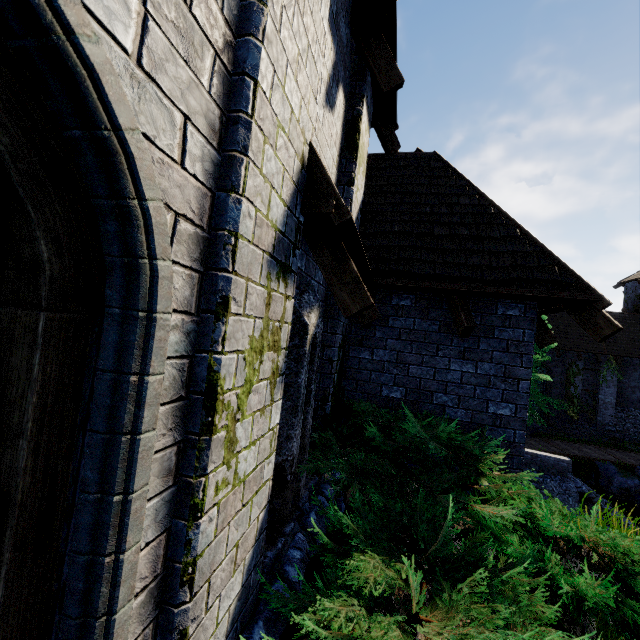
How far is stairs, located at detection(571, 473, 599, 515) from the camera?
14.4m

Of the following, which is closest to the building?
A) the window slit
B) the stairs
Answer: the window slit

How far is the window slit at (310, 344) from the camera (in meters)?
3.02

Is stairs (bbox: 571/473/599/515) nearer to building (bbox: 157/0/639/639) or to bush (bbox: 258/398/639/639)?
building (bbox: 157/0/639/639)

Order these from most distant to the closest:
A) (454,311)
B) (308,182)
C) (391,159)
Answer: (391,159), (454,311), (308,182)

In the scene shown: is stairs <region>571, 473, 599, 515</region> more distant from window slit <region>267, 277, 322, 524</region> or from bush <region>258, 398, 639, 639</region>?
window slit <region>267, 277, 322, 524</region>

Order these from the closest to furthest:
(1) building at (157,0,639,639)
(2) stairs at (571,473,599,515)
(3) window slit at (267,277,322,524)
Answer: (1) building at (157,0,639,639) < (3) window slit at (267,277,322,524) < (2) stairs at (571,473,599,515)

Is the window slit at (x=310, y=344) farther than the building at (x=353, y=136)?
Yes
